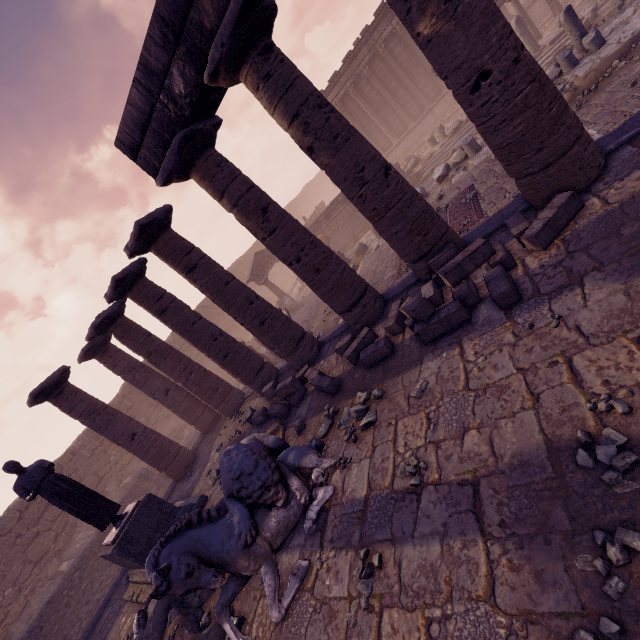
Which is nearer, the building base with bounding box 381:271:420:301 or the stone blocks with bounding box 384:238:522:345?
the stone blocks with bounding box 384:238:522:345

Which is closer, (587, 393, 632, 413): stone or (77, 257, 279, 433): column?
(587, 393, 632, 413): stone

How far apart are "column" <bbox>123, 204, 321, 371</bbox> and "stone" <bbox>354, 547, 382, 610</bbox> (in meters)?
5.56

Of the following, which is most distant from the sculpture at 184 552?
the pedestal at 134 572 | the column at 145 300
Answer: the column at 145 300

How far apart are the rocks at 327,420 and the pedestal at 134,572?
4.5 meters

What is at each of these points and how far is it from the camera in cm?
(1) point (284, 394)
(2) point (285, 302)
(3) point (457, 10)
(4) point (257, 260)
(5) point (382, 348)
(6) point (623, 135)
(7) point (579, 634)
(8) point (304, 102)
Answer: (1) stone blocks, 807
(2) column base, 1936
(3) column, 410
(4) pediment, 2138
(5) stone blocks, 605
(6) building base, 491
(7) stone, 202
(8) column, 525

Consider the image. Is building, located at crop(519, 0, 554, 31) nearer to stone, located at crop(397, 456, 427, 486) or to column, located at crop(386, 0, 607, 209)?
column, located at crop(386, 0, 607, 209)

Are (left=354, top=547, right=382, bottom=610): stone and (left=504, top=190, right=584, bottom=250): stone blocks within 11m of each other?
yes
